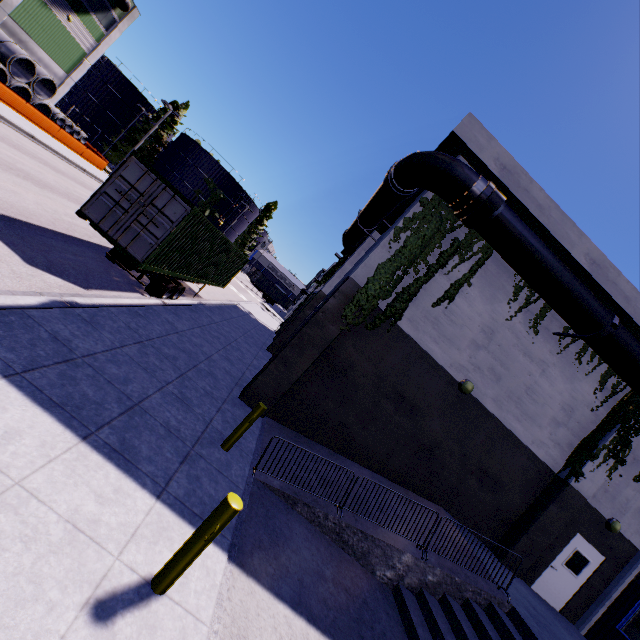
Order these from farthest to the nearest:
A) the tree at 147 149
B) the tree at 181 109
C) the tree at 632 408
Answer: the tree at 181 109 < the tree at 147 149 < the tree at 632 408

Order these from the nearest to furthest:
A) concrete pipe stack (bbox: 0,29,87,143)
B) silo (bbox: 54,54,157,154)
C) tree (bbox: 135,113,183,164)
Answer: concrete pipe stack (bbox: 0,29,87,143), silo (bbox: 54,54,157,154), tree (bbox: 135,113,183,164)

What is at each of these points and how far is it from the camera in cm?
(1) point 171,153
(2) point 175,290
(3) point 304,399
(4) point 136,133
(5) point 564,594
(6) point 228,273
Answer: (1) silo, 5319
(2) semi trailer, 1343
(3) building, 1021
(4) tree, 5166
(5) door, 1109
(6) cargo container, 1834

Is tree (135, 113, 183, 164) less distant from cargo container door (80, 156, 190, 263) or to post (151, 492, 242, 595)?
cargo container door (80, 156, 190, 263)

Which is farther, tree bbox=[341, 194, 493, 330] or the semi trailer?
the semi trailer

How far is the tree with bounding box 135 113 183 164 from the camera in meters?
52.0 m

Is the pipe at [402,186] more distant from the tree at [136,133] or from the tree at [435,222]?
the tree at [136,133]
